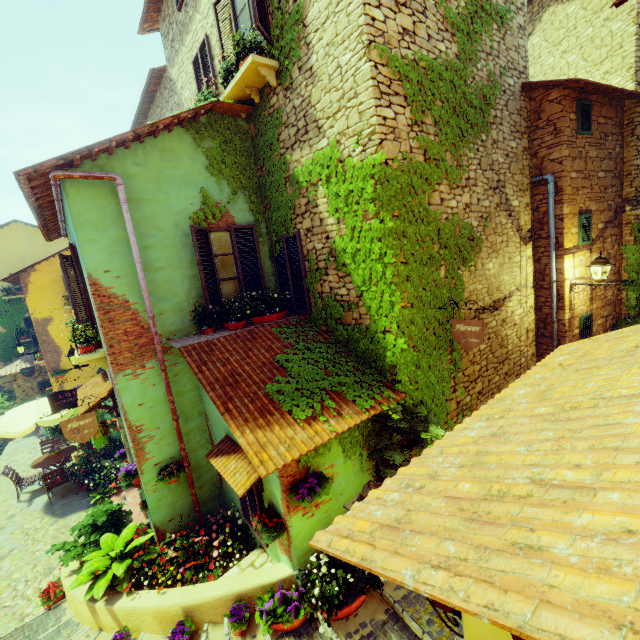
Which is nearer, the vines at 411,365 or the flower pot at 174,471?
the vines at 411,365

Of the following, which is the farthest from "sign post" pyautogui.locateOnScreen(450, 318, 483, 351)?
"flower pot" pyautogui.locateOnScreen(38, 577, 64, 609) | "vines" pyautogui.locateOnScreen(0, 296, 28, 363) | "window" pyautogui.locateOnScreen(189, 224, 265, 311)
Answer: "vines" pyautogui.locateOnScreen(0, 296, 28, 363)

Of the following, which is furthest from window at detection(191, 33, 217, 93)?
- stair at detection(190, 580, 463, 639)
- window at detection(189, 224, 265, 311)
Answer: stair at detection(190, 580, 463, 639)

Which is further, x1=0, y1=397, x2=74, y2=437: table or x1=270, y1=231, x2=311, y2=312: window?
x1=0, y1=397, x2=74, y2=437: table

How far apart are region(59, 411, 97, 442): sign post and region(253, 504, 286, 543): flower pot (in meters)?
3.45

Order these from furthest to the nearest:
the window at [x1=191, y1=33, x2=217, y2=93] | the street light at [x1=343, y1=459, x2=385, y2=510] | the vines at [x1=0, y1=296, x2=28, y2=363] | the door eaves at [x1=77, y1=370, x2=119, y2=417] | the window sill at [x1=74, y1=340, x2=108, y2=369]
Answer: the vines at [x1=0, y1=296, x2=28, y2=363] → the window at [x1=191, y1=33, x2=217, y2=93] → the door eaves at [x1=77, y1=370, x2=119, y2=417] → the window sill at [x1=74, y1=340, x2=108, y2=369] → the street light at [x1=343, y1=459, x2=385, y2=510]

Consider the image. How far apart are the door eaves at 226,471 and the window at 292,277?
2.4m

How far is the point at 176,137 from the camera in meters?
6.2
